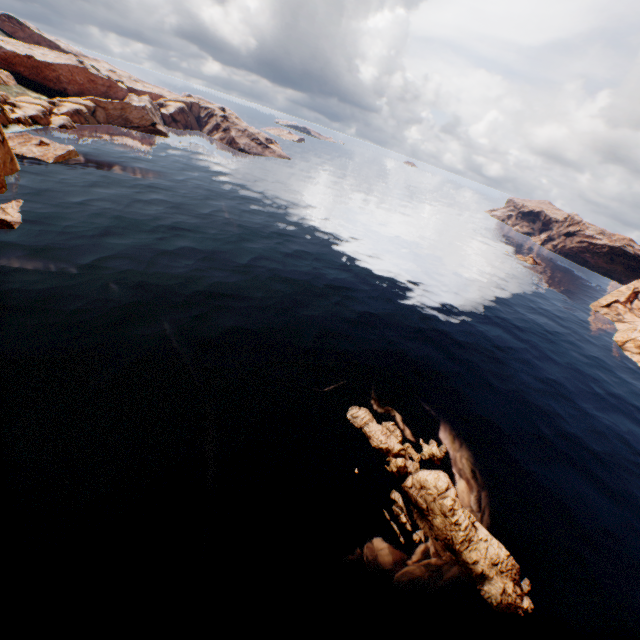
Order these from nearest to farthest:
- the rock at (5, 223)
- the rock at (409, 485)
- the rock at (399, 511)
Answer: the rock at (409, 485), the rock at (399, 511), the rock at (5, 223)

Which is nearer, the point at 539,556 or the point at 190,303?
the point at 539,556

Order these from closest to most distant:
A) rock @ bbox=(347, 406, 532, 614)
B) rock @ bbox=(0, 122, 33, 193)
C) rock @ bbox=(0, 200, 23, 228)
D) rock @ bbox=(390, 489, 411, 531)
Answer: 1. rock @ bbox=(347, 406, 532, 614)
2. rock @ bbox=(390, 489, 411, 531)
3. rock @ bbox=(0, 200, 23, 228)
4. rock @ bbox=(0, 122, 33, 193)

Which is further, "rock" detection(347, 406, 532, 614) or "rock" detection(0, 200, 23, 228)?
"rock" detection(0, 200, 23, 228)

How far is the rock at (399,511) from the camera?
23.1m

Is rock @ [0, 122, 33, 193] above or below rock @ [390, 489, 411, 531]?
above
